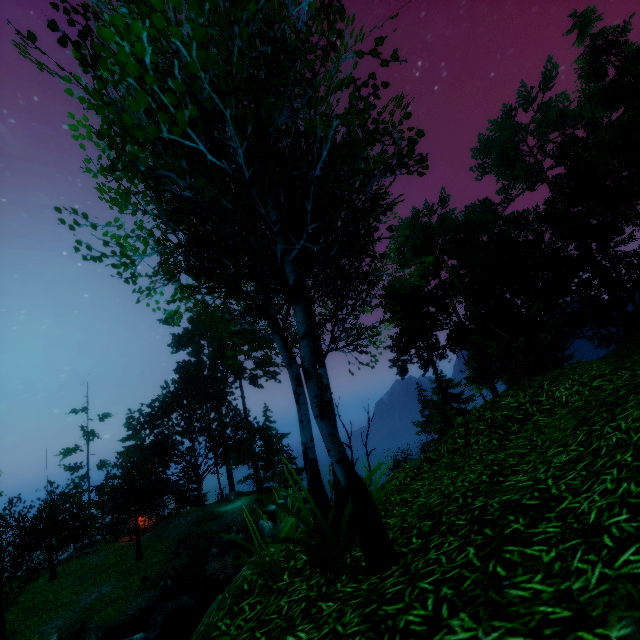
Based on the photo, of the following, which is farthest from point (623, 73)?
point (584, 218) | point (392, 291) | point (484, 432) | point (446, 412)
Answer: point (484, 432)

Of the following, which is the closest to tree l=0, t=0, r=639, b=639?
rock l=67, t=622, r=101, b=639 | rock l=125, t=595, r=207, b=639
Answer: rock l=67, t=622, r=101, b=639

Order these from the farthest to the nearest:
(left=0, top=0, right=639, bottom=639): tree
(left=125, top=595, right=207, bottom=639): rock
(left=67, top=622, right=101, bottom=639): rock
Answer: (left=125, top=595, right=207, bottom=639): rock
(left=67, top=622, right=101, bottom=639): rock
(left=0, top=0, right=639, bottom=639): tree

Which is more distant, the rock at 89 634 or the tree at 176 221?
the rock at 89 634

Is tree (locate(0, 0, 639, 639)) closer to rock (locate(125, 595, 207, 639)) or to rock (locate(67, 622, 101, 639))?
rock (locate(67, 622, 101, 639))

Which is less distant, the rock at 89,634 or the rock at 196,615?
the rock at 89,634
